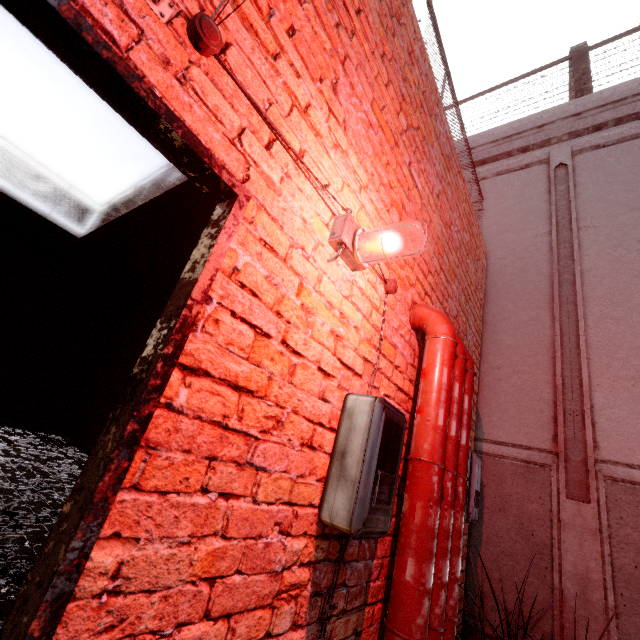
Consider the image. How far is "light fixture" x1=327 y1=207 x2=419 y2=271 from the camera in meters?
1.5 m

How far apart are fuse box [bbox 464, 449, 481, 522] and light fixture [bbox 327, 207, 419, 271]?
2.39m

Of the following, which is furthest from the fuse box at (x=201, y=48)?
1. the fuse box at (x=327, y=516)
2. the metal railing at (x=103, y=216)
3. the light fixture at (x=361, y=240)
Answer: the metal railing at (x=103, y=216)

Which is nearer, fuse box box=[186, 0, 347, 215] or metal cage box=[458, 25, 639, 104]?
fuse box box=[186, 0, 347, 215]

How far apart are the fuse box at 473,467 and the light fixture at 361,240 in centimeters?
239cm

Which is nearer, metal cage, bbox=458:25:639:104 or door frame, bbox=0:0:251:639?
door frame, bbox=0:0:251:639

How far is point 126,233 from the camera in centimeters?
749cm

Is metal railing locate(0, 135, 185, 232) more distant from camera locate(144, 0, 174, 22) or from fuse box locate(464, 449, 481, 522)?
fuse box locate(464, 449, 481, 522)
